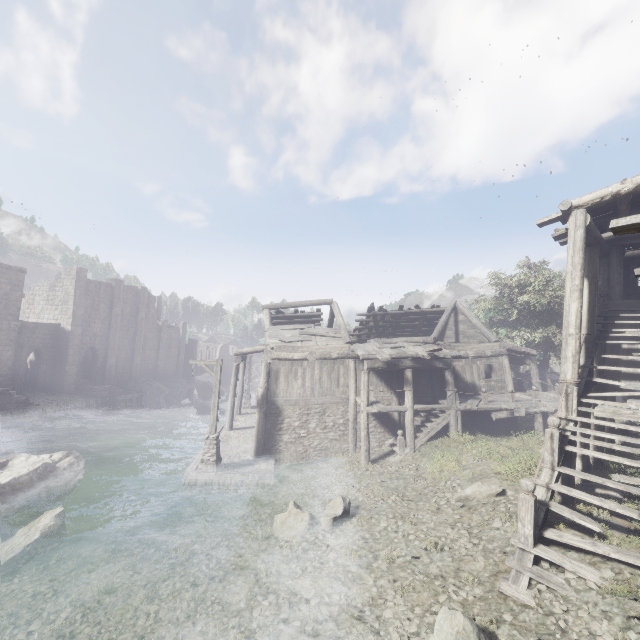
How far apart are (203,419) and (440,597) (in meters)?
28.20

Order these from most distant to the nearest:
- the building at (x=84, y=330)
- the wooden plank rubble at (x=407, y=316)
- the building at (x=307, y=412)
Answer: the building at (x=84, y=330), the wooden plank rubble at (x=407, y=316), the building at (x=307, y=412)

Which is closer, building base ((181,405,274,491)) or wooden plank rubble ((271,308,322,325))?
building base ((181,405,274,491))

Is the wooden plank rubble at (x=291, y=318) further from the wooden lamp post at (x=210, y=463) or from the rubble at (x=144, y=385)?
the rubble at (x=144, y=385)

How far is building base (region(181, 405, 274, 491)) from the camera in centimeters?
1418cm

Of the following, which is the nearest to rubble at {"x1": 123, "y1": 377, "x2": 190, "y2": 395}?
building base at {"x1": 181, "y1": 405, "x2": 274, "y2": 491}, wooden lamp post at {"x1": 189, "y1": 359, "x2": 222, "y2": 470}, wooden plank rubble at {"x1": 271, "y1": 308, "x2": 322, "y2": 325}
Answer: A: building base at {"x1": 181, "y1": 405, "x2": 274, "y2": 491}

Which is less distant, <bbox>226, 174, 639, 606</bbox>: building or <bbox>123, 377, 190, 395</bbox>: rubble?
<bbox>226, 174, 639, 606</bbox>: building

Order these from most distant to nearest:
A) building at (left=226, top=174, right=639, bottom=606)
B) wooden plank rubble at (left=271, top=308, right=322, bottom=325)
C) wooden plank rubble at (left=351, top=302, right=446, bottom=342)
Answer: wooden plank rubble at (left=351, top=302, right=446, bottom=342), wooden plank rubble at (left=271, top=308, right=322, bottom=325), building at (left=226, top=174, right=639, bottom=606)
